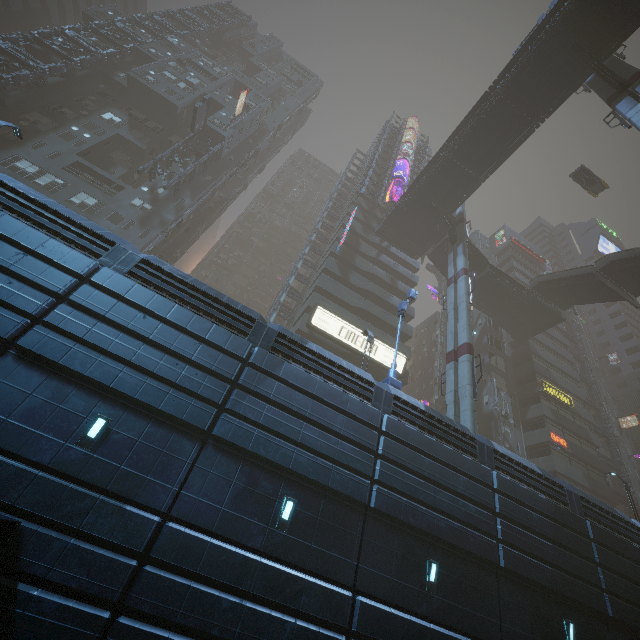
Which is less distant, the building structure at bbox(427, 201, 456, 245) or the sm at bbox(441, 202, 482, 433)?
the sm at bbox(441, 202, 482, 433)

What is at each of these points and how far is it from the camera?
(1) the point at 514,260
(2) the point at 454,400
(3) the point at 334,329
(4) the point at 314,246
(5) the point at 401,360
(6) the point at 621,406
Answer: (1) building, 54.53m
(2) sm, 21.50m
(3) sign, 29.67m
(4) building structure, 41.69m
(5) sign, 31.23m
(6) building, 53.28m

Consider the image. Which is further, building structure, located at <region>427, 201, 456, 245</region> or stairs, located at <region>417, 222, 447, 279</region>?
stairs, located at <region>417, 222, 447, 279</region>

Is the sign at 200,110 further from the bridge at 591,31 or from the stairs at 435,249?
the stairs at 435,249

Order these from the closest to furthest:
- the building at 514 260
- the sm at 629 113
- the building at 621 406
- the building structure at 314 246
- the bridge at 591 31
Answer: the sm at 629 113
the bridge at 591 31
the building structure at 314 246
the building at 621 406
the building at 514 260

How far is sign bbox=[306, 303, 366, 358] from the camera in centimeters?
2902cm

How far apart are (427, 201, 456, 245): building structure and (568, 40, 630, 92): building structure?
14.7 meters

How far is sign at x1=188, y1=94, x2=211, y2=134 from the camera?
33.62m
